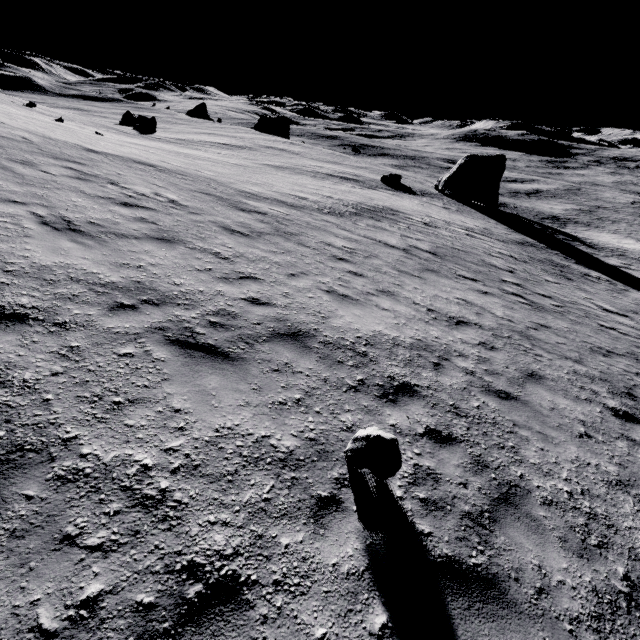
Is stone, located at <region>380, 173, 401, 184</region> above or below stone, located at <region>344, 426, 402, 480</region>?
below

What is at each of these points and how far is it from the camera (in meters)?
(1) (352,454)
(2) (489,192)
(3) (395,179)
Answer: (1) stone, 3.89
(2) stone, 40.09
(3) stone, 39.94

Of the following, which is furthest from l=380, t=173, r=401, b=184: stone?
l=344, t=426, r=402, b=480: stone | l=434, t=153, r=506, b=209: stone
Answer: l=344, t=426, r=402, b=480: stone

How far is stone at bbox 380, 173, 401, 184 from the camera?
39.6m

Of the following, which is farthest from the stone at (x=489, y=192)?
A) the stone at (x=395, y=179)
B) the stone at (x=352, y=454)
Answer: the stone at (x=352, y=454)

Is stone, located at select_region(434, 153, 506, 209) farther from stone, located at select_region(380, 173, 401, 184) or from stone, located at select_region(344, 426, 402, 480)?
stone, located at select_region(344, 426, 402, 480)

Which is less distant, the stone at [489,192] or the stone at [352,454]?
the stone at [352,454]
